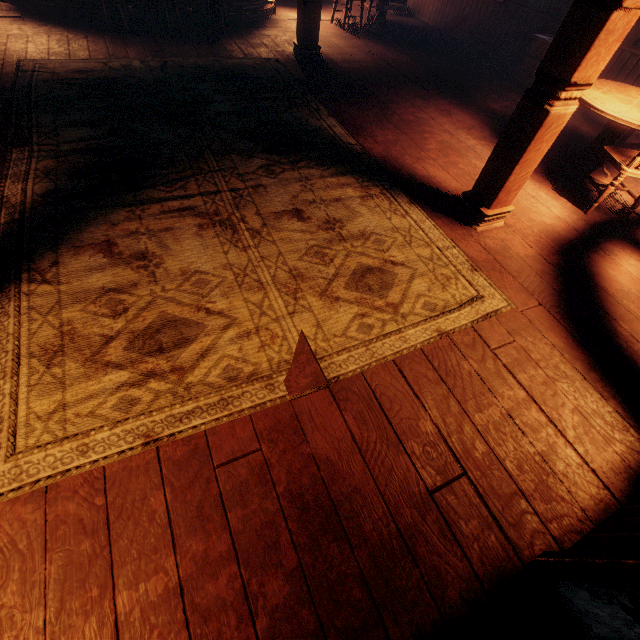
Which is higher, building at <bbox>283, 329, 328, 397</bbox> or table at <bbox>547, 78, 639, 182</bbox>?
table at <bbox>547, 78, 639, 182</bbox>

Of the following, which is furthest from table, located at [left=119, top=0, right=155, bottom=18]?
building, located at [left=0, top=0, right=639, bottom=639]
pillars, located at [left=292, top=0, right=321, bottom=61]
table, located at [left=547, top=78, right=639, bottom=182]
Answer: table, located at [left=547, top=78, right=639, bottom=182]

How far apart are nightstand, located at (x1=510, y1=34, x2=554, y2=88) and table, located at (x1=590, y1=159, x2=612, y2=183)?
2.1 meters

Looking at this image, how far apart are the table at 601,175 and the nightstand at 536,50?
2.1 meters

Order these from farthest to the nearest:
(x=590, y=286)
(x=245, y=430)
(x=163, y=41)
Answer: (x=163, y=41) < (x=590, y=286) < (x=245, y=430)

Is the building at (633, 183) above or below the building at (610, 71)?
below

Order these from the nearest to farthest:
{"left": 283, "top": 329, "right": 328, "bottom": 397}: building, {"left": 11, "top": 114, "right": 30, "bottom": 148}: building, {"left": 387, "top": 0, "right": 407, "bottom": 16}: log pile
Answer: {"left": 283, "top": 329, "right": 328, "bottom": 397}: building < {"left": 11, "top": 114, "right": 30, "bottom": 148}: building < {"left": 387, "top": 0, "right": 407, "bottom": 16}: log pile

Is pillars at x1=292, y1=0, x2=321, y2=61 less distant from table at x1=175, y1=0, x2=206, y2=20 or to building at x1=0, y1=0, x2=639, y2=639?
building at x1=0, y1=0, x2=639, y2=639
